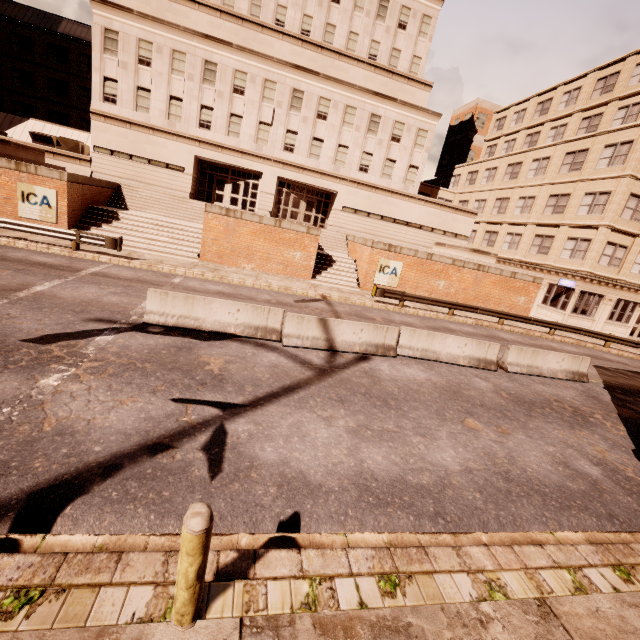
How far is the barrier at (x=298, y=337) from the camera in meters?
9.5 m

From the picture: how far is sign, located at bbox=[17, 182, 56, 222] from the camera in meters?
16.8

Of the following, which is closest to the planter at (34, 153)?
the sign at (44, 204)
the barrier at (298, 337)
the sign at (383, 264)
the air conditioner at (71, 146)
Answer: the sign at (44, 204)

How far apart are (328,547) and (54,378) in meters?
5.8

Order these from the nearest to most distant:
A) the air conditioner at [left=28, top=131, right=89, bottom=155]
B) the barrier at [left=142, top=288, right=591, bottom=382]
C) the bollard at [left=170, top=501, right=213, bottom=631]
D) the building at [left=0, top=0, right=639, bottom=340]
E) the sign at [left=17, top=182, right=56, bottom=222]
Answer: the bollard at [left=170, top=501, right=213, bottom=631]
the barrier at [left=142, top=288, right=591, bottom=382]
the sign at [left=17, top=182, right=56, bottom=222]
the building at [left=0, top=0, right=639, bottom=340]
the air conditioner at [left=28, top=131, right=89, bottom=155]

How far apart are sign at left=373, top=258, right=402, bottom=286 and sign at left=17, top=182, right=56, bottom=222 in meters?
18.6

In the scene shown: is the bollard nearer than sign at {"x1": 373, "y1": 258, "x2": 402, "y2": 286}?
Yes

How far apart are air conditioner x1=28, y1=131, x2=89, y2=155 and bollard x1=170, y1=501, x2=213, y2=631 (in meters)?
34.24
